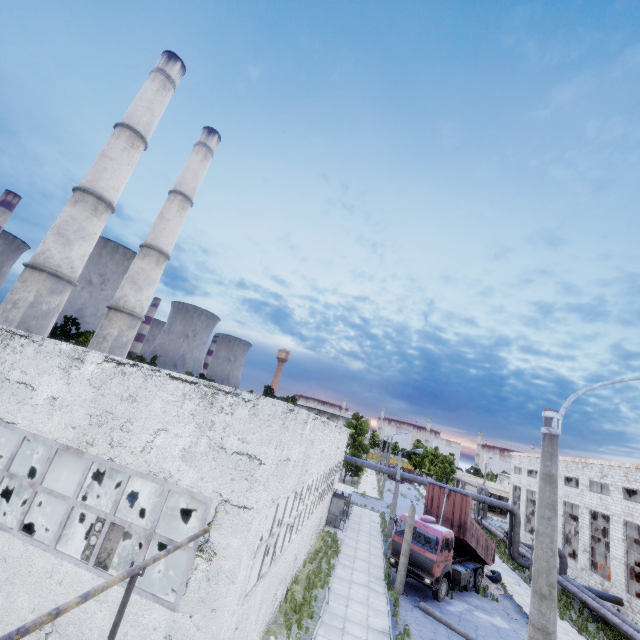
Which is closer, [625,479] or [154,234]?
[625,479]

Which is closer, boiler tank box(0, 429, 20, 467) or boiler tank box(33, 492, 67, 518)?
boiler tank box(33, 492, 67, 518)

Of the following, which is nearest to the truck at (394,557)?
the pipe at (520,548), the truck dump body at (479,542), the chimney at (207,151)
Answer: the truck dump body at (479,542)

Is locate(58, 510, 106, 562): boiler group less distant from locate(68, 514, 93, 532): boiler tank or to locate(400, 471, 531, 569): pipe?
locate(68, 514, 93, 532): boiler tank

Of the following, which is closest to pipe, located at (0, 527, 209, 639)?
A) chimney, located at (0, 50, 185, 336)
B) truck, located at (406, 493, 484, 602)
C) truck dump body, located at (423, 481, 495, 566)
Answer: truck dump body, located at (423, 481, 495, 566)

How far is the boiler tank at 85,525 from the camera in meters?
13.6

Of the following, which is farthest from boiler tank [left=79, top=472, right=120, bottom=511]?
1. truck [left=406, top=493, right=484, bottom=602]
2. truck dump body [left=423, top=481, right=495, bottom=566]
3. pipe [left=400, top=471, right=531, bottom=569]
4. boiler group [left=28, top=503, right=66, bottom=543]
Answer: pipe [left=400, top=471, right=531, bottom=569]

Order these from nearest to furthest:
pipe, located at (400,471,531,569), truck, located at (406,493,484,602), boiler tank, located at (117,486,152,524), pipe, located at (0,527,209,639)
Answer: pipe, located at (0,527,209,639) < boiler tank, located at (117,486,152,524) < truck, located at (406,493,484,602) < pipe, located at (400,471,531,569)
